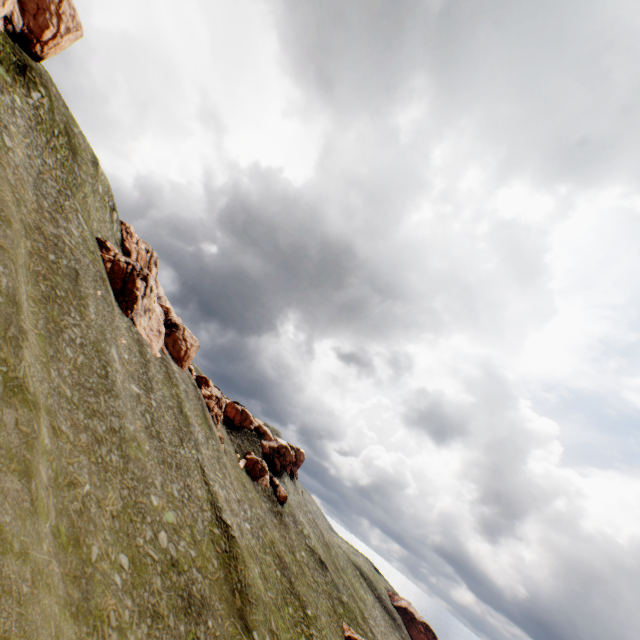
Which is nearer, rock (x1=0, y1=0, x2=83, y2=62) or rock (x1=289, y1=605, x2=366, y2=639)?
rock (x1=0, y1=0, x2=83, y2=62)

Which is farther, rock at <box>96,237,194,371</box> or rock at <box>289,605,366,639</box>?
rock at <box>289,605,366,639</box>

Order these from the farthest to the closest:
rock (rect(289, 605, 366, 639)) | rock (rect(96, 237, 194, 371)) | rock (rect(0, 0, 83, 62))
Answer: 1. rock (rect(289, 605, 366, 639))
2. rock (rect(96, 237, 194, 371))
3. rock (rect(0, 0, 83, 62))

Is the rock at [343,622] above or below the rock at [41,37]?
below

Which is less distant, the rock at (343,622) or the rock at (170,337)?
the rock at (170,337)

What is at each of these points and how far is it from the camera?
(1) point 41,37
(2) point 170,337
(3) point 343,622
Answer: (1) rock, 40.7 meters
(2) rock, 56.0 meters
(3) rock, 57.0 meters

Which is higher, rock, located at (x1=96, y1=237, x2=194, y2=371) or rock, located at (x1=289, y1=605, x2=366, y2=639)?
rock, located at (x1=96, y1=237, x2=194, y2=371)

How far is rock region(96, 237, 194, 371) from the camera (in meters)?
44.56
